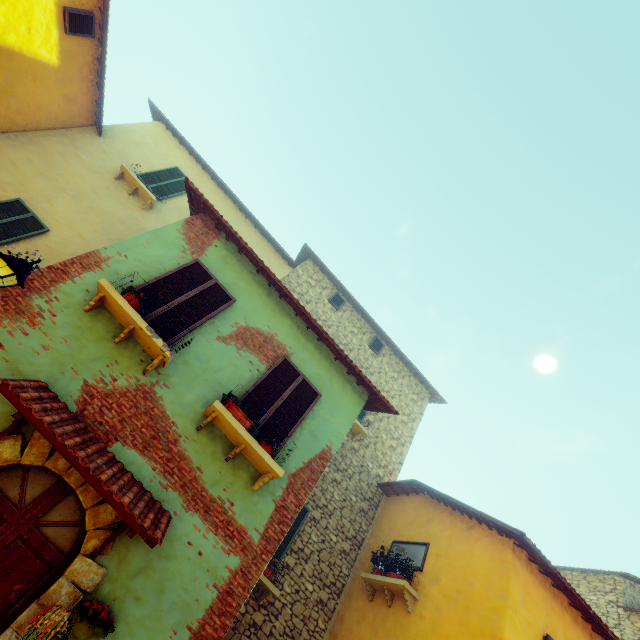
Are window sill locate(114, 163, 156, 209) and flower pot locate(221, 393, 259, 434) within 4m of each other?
no

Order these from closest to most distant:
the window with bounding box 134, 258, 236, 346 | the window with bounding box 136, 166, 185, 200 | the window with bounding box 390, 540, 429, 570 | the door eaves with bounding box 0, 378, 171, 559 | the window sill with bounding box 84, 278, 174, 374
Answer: the door eaves with bounding box 0, 378, 171, 559 → the window sill with bounding box 84, 278, 174, 374 → the window with bounding box 134, 258, 236, 346 → the window with bounding box 390, 540, 429, 570 → the window with bounding box 136, 166, 185, 200

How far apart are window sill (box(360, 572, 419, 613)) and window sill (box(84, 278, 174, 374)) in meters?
6.8 m

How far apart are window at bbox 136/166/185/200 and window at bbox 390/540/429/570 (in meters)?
12.53

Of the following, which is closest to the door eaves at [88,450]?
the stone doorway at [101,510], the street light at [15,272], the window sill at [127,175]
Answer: the stone doorway at [101,510]

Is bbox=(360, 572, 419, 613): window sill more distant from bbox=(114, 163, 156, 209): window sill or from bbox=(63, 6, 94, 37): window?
bbox=(114, 163, 156, 209): window sill

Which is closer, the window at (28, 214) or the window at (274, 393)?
the window at (274, 393)

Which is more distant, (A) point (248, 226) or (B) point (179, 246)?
(A) point (248, 226)
